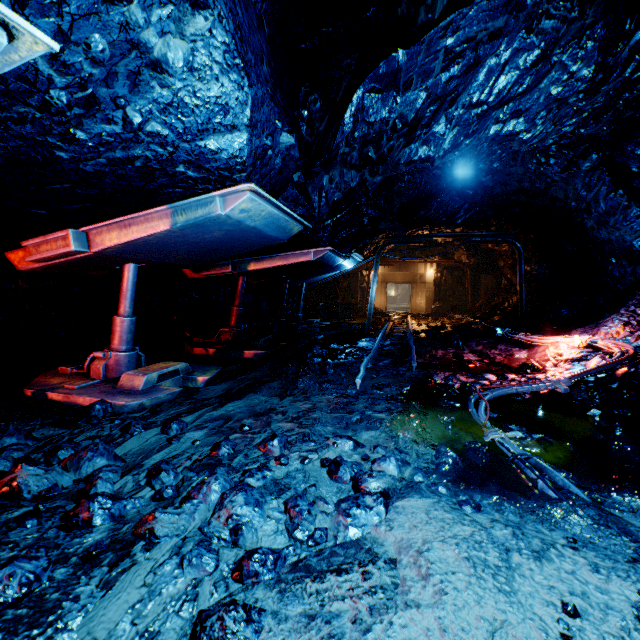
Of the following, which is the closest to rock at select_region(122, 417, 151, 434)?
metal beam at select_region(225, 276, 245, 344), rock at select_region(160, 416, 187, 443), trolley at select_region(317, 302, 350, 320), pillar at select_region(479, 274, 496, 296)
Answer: rock at select_region(160, 416, 187, 443)

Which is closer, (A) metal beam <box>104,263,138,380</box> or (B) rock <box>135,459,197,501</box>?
(B) rock <box>135,459,197,501</box>

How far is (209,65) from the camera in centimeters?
198cm

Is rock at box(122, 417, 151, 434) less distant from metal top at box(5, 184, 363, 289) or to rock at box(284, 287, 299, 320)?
rock at box(284, 287, 299, 320)

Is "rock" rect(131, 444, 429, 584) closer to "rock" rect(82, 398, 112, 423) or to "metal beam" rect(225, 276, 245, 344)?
"rock" rect(82, 398, 112, 423)

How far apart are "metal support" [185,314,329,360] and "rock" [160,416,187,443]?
3.1m

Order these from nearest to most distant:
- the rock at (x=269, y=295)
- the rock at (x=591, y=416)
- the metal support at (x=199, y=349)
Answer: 1. the rock at (x=591, y=416)
2. the metal support at (x=199, y=349)
3. the rock at (x=269, y=295)

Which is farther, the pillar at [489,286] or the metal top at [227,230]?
the pillar at [489,286]
